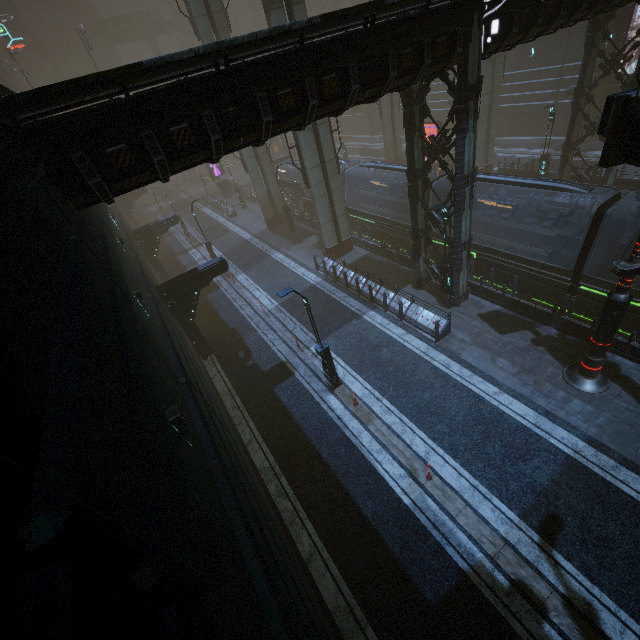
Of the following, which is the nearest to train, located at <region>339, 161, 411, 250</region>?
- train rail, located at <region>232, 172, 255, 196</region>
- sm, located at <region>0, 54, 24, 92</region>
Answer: train rail, located at <region>232, 172, 255, 196</region>

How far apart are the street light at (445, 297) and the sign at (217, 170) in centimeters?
3659cm

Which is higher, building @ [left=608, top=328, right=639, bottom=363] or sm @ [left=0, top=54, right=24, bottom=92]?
sm @ [left=0, top=54, right=24, bottom=92]

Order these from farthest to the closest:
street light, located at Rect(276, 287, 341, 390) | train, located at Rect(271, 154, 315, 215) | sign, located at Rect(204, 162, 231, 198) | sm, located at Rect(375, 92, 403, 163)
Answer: sign, located at Rect(204, 162, 231, 198) → sm, located at Rect(375, 92, 403, 163) → train, located at Rect(271, 154, 315, 215) → street light, located at Rect(276, 287, 341, 390)

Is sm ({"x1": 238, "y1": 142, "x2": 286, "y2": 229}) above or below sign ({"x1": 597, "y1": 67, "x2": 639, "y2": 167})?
below

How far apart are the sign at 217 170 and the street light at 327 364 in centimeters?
3736cm

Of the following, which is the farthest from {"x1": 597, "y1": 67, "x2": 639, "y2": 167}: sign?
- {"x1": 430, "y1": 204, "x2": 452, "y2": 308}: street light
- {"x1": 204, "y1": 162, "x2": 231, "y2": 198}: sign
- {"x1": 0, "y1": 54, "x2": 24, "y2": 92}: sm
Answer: {"x1": 0, "y1": 54, "x2": 24, "y2": 92}: sm

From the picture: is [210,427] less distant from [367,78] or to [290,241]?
[367,78]
